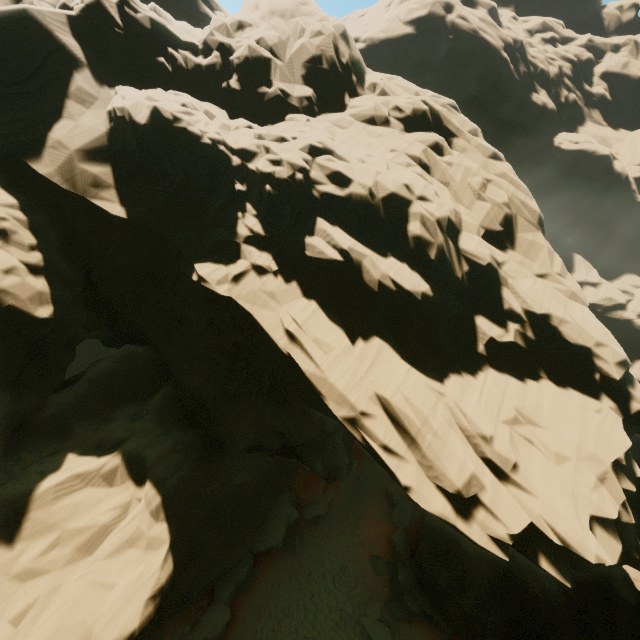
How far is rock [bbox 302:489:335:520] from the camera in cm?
2273

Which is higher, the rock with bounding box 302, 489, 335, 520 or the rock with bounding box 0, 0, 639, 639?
the rock with bounding box 0, 0, 639, 639

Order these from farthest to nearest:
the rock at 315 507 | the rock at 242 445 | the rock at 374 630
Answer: the rock at 315 507 < the rock at 374 630 < the rock at 242 445

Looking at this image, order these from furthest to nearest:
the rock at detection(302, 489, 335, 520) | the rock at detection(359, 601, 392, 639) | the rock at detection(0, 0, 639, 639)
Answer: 1. the rock at detection(302, 489, 335, 520)
2. the rock at detection(359, 601, 392, 639)
3. the rock at detection(0, 0, 639, 639)

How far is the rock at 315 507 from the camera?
22.7 meters

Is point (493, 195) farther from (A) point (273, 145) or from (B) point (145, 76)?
(B) point (145, 76)

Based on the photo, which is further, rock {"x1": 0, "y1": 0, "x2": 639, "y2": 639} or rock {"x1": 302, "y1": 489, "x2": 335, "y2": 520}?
rock {"x1": 302, "y1": 489, "x2": 335, "y2": 520}
